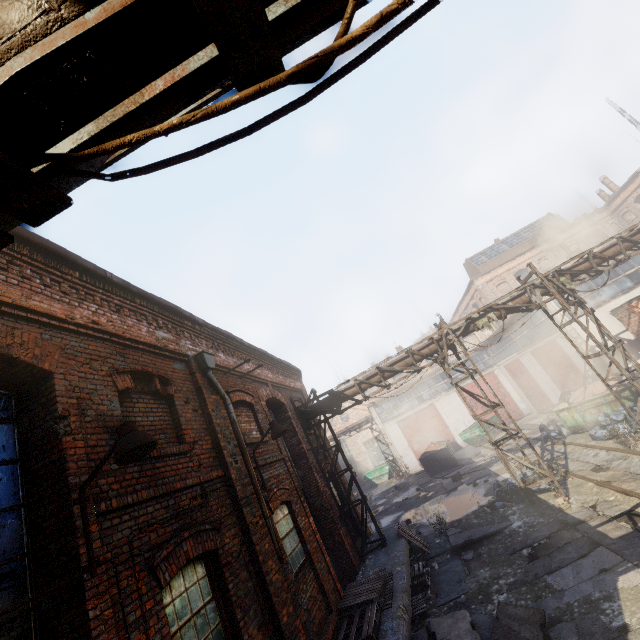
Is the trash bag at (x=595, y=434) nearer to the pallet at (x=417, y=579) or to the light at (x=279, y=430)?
the pallet at (x=417, y=579)

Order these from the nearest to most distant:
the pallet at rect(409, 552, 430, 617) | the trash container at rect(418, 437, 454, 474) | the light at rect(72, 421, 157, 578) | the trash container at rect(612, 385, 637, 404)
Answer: the light at rect(72, 421, 157, 578), the pallet at rect(409, 552, 430, 617), the trash container at rect(612, 385, 637, 404), the trash container at rect(418, 437, 454, 474)

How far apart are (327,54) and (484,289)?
38.95m

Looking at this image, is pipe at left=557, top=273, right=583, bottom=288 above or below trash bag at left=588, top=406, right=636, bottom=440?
above

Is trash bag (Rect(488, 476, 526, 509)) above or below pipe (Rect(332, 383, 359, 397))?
below

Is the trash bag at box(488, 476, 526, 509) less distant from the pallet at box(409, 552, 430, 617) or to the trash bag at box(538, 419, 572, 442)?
the pallet at box(409, 552, 430, 617)

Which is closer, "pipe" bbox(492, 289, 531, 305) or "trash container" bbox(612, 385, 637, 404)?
"pipe" bbox(492, 289, 531, 305)

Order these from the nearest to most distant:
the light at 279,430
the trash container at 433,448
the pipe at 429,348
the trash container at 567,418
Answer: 1. the light at 279,430
2. the pipe at 429,348
3. the trash container at 567,418
4. the trash container at 433,448
